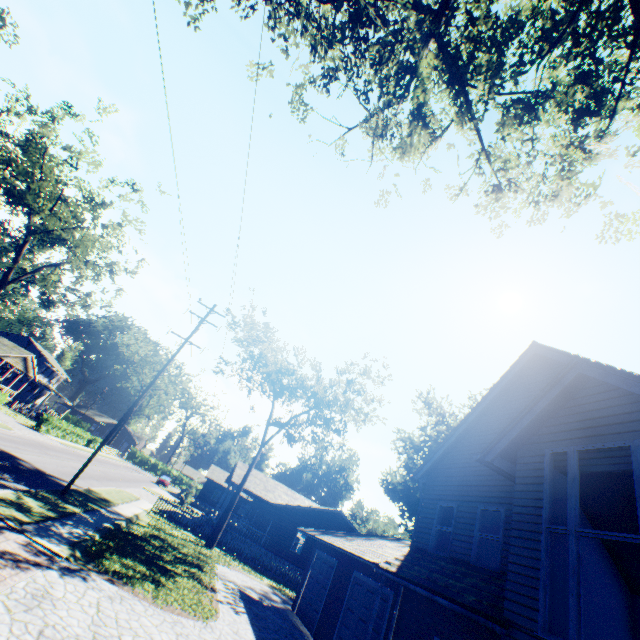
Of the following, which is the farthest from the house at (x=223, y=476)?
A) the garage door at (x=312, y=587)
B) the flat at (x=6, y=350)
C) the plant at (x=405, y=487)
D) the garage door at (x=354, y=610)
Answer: the flat at (x=6, y=350)

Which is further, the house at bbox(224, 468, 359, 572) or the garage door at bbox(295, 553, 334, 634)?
the house at bbox(224, 468, 359, 572)

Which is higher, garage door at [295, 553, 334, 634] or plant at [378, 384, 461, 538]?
plant at [378, 384, 461, 538]

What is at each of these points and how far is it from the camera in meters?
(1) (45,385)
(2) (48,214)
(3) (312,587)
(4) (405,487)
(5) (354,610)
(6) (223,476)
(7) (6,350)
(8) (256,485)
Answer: (1) house, 55.1
(2) tree, 27.6
(3) garage door, 16.9
(4) plant, 40.7
(5) garage door, 12.8
(6) house, 56.4
(7) flat, 38.5
(8) house, 31.2

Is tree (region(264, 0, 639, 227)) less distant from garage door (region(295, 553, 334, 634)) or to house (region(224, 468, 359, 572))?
garage door (region(295, 553, 334, 634))

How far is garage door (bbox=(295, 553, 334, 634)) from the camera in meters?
15.3 m

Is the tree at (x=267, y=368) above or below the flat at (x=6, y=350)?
above

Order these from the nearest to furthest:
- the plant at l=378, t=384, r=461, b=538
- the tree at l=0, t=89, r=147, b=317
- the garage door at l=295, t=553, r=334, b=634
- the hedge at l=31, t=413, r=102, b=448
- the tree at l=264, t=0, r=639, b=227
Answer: the tree at l=264, t=0, r=639, b=227, the garage door at l=295, t=553, r=334, b=634, the tree at l=0, t=89, r=147, b=317, the hedge at l=31, t=413, r=102, b=448, the plant at l=378, t=384, r=461, b=538
